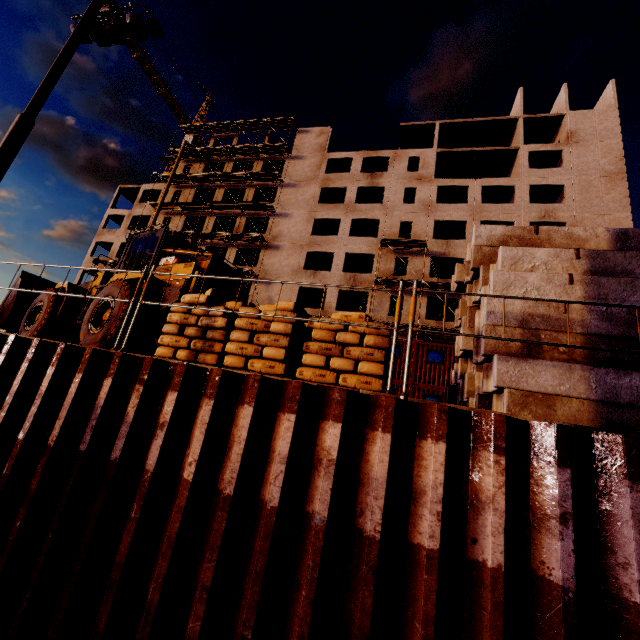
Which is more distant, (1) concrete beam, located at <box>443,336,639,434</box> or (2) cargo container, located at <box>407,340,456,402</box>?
(2) cargo container, located at <box>407,340,456,402</box>

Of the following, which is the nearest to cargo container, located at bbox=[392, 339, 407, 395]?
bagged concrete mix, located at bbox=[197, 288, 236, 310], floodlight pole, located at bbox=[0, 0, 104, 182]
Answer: bagged concrete mix, located at bbox=[197, 288, 236, 310]

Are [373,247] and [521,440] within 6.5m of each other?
no

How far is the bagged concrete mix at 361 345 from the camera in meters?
4.5 m

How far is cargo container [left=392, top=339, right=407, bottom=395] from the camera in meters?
18.5 m

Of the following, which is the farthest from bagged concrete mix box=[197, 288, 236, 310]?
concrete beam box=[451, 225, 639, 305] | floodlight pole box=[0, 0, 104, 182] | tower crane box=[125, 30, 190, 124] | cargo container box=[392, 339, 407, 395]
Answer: tower crane box=[125, 30, 190, 124]

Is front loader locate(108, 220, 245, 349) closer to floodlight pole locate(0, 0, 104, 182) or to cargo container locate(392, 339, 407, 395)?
floodlight pole locate(0, 0, 104, 182)

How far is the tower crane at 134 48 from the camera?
48.06m
